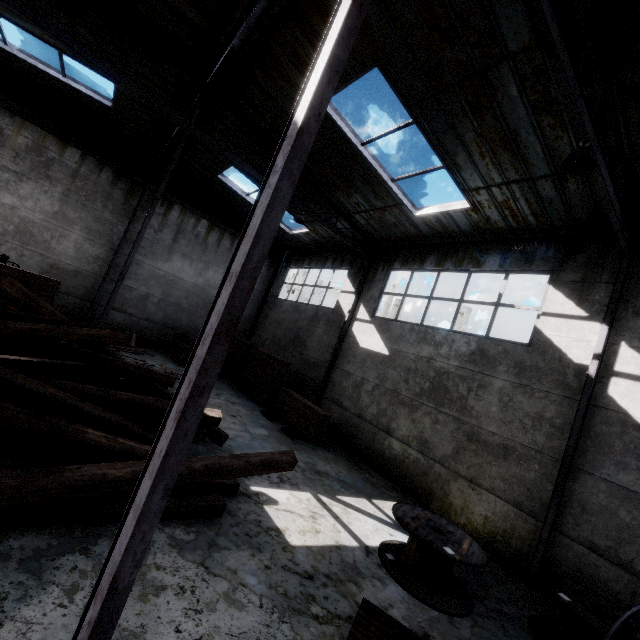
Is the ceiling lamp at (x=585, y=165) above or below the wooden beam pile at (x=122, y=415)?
above

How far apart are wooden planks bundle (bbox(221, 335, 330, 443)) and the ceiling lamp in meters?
10.0 m

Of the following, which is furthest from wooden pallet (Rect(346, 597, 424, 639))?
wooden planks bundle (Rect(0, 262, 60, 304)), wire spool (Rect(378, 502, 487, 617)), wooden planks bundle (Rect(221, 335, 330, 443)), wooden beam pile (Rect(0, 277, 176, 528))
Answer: wooden planks bundle (Rect(0, 262, 60, 304))

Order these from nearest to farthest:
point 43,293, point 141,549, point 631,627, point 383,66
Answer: point 141,549 → point 631,627 → point 383,66 → point 43,293

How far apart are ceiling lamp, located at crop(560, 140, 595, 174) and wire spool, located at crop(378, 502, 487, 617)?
6.2 meters

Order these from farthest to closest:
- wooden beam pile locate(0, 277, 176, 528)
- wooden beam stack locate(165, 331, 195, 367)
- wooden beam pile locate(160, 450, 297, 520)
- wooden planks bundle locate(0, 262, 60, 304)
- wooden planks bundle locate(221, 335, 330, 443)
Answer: wooden beam stack locate(165, 331, 195, 367)
wooden planks bundle locate(221, 335, 330, 443)
wooden planks bundle locate(0, 262, 60, 304)
wooden beam pile locate(160, 450, 297, 520)
wooden beam pile locate(0, 277, 176, 528)

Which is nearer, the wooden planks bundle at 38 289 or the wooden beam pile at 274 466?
the wooden beam pile at 274 466

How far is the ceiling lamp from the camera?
4.6 meters
